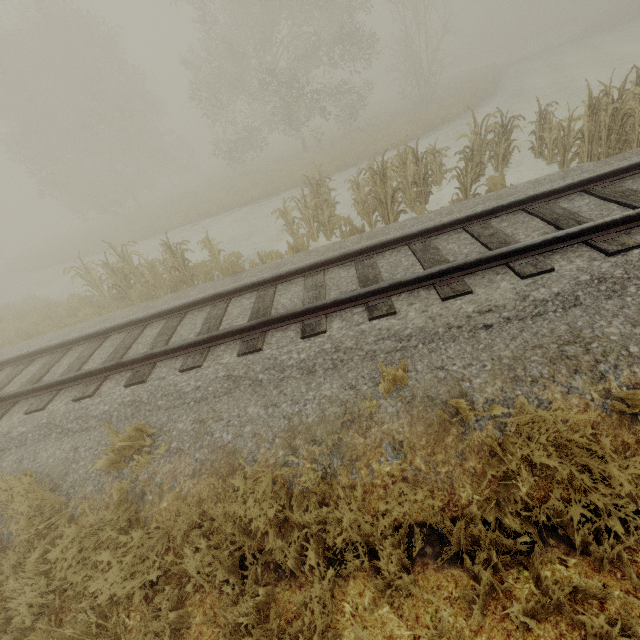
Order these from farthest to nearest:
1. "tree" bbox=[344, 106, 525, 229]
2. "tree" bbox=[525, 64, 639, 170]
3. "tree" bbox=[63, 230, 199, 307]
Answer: "tree" bbox=[63, 230, 199, 307]
"tree" bbox=[344, 106, 525, 229]
"tree" bbox=[525, 64, 639, 170]

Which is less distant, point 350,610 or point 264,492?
point 350,610

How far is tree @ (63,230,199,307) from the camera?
8.9m

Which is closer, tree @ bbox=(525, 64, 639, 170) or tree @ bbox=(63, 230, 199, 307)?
tree @ bbox=(525, 64, 639, 170)

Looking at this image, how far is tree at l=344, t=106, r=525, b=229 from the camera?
7.82m

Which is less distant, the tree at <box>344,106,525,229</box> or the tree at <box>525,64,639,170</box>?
the tree at <box>525,64,639,170</box>

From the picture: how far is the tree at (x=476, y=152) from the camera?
7.8m

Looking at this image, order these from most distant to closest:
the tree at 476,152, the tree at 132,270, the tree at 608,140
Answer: the tree at 132,270, the tree at 476,152, the tree at 608,140
